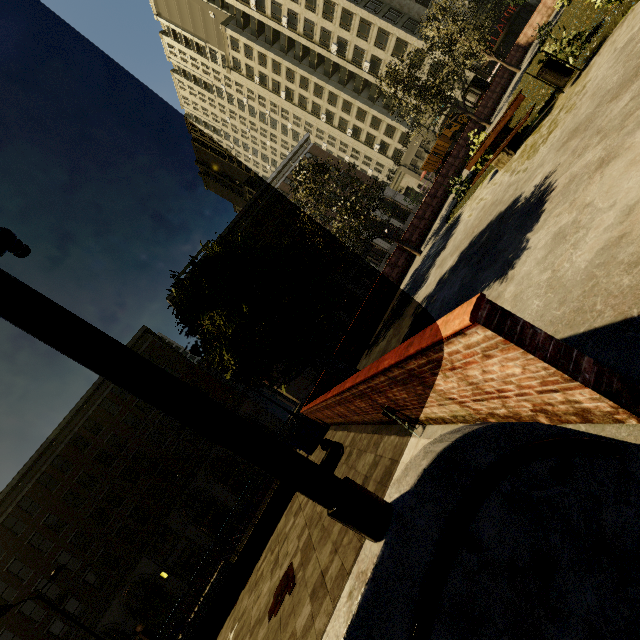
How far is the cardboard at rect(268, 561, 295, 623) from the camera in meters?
6.3

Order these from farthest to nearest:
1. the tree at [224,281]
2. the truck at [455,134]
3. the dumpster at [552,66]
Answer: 1. the truck at [455,134]
2. the dumpster at [552,66]
3. the tree at [224,281]

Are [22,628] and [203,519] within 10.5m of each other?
no

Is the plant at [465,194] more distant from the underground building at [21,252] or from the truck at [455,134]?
the truck at [455,134]

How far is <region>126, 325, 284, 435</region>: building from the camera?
34.3 meters

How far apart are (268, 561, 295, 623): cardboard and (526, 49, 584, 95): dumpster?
12.69m

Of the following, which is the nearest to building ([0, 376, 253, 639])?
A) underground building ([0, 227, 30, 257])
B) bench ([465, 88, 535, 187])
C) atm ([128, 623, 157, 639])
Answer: atm ([128, 623, 157, 639])

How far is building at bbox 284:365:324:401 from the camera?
36.4m
